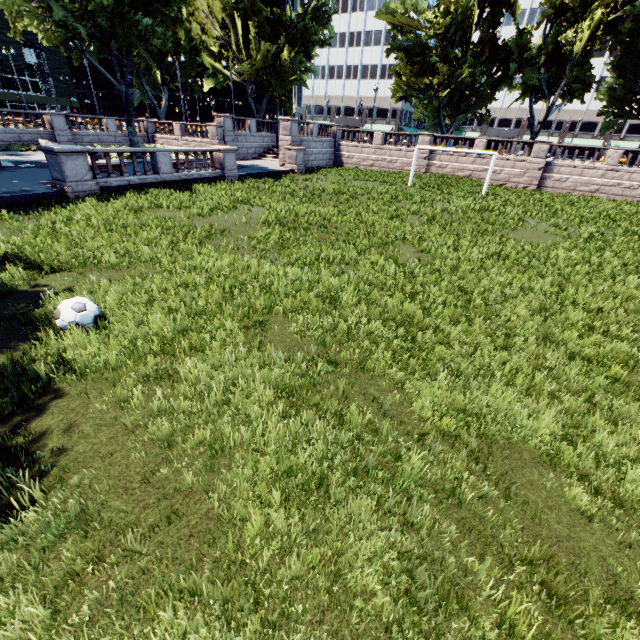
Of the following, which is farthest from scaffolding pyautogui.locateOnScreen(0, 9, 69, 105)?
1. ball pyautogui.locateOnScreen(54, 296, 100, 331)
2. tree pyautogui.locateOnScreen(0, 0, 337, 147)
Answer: ball pyautogui.locateOnScreen(54, 296, 100, 331)

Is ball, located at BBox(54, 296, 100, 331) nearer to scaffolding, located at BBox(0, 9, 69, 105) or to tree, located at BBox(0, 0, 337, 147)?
tree, located at BBox(0, 0, 337, 147)

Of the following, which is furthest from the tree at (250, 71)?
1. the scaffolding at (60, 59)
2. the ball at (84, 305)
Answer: the scaffolding at (60, 59)

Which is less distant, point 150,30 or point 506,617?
point 506,617

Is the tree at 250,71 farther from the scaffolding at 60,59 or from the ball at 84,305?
the scaffolding at 60,59
